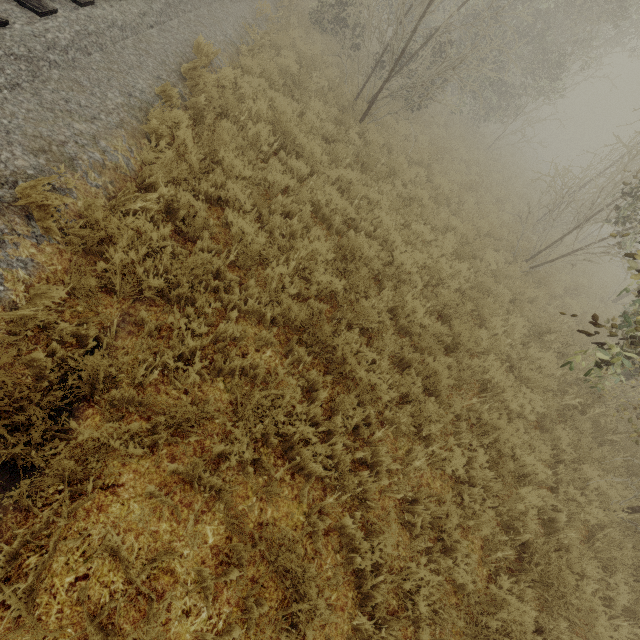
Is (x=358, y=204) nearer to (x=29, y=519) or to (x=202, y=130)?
(x=202, y=130)
